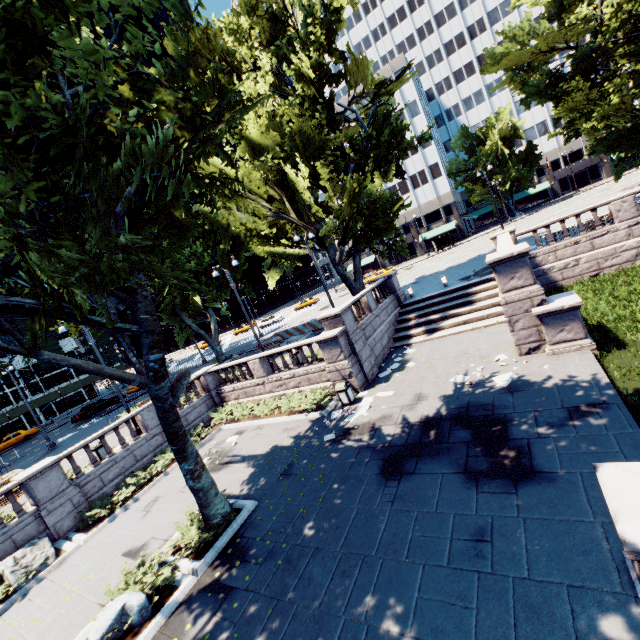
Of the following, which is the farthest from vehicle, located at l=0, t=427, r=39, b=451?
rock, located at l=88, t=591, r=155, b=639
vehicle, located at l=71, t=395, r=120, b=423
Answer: rock, located at l=88, t=591, r=155, b=639

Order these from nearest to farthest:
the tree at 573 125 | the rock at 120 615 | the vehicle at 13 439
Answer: the rock at 120 615, the tree at 573 125, the vehicle at 13 439

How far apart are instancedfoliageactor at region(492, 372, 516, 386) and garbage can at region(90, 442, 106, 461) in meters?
18.6 m

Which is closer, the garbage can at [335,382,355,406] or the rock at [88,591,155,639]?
the rock at [88,591,155,639]

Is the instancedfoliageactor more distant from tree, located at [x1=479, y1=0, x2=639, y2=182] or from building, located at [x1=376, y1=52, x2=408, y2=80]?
building, located at [x1=376, y1=52, x2=408, y2=80]

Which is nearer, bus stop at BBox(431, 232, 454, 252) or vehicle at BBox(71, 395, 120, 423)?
vehicle at BBox(71, 395, 120, 423)

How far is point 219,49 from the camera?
21.0m

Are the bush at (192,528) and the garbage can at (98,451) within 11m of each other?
yes
